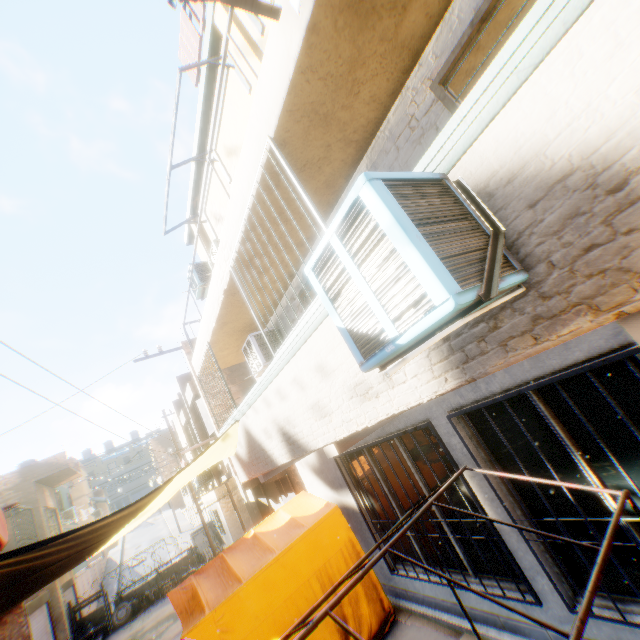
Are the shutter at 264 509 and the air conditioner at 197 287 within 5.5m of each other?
no

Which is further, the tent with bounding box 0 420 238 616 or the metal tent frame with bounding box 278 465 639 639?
the tent with bounding box 0 420 238 616

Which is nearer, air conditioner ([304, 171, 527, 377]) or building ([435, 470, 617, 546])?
air conditioner ([304, 171, 527, 377])

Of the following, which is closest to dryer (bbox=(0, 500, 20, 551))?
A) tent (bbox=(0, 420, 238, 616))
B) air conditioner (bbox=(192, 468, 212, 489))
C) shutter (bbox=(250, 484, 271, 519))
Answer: tent (bbox=(0, 420, 238, 616))

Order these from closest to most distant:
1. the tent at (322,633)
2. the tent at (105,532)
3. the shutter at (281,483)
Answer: the tent at (105,532)
the tent at (322,633)
the shutter at (281,483)

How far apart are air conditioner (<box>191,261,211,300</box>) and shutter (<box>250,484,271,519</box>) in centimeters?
930cm

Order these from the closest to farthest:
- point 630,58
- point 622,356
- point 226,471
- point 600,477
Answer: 1. point 630,58
2. point 622,356
3. point 600,477
4. point 226,471

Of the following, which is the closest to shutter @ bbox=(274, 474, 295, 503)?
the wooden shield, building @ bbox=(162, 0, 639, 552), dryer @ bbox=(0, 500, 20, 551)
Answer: building @ bbox=(162, 0, 639, 552)
